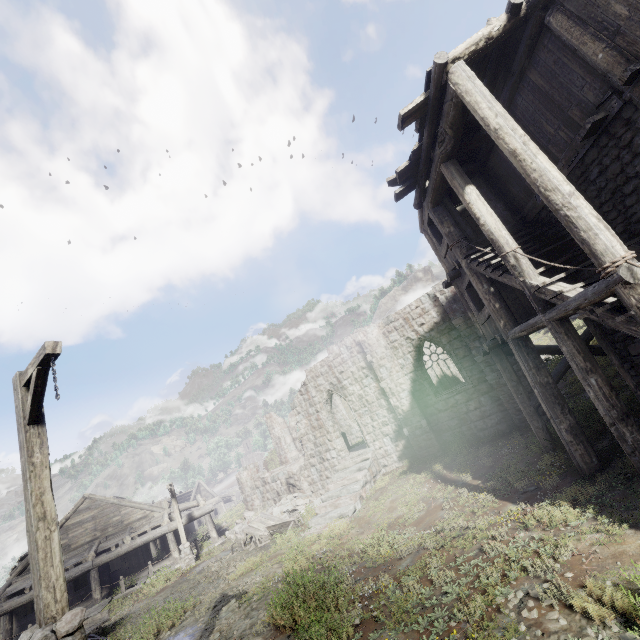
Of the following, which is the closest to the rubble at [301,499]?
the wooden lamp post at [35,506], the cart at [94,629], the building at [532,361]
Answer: the building at [532,361]

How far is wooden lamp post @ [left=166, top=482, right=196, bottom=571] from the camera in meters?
18.7

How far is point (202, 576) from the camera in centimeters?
1527cm

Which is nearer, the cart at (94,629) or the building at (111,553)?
the cart at (94,629)

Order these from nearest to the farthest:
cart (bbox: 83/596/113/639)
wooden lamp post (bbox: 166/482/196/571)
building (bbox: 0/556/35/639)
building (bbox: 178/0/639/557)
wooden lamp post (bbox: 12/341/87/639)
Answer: wooden lamp post (bbox: 12/341/87/639) → building (bbox: 178/0/639/557) → cart (bbox: 83/596/113/639) → building (bbox: 0/556/35/639) → wooden lamp post (bbox: 166/482/196/571)

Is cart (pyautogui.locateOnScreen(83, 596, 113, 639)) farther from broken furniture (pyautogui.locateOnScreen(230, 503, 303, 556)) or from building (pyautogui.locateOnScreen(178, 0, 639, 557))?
broken furniture (pyautogui.locateOnScreen(230, 503, 303, 556))

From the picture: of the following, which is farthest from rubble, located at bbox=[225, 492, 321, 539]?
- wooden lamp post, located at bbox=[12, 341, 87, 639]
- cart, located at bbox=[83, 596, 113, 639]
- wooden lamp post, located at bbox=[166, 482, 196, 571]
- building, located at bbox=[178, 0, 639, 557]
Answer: wooden lamp post, located at bbox=[12, 341, 87, 639]

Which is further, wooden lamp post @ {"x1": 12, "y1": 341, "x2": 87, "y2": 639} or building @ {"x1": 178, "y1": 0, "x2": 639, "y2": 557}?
building @ {"x1": 178, "y1": 0, "x2": 639, "y2": 557}
